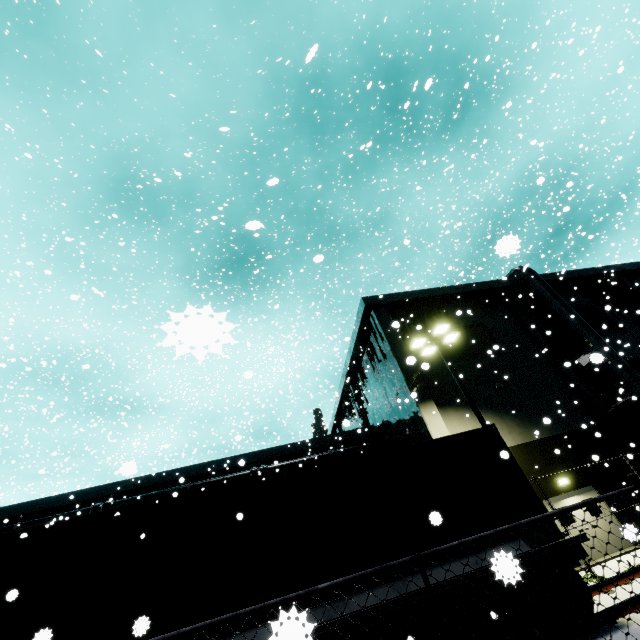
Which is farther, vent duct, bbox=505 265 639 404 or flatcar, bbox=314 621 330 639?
vent duct, bbox=505 265 639 404

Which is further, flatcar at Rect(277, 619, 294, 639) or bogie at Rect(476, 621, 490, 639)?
bogie at Rect(476, 621, 490, 639)

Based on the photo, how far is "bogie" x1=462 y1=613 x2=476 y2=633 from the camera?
6.0m

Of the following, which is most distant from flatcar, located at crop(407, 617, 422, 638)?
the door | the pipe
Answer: the door

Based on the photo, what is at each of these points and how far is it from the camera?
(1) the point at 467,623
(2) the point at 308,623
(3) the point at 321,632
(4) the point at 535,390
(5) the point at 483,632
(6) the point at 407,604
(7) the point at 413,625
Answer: (1) bogie, 6.14m
(2) flatcar, 1.12m
(3) flatcar, 5.62m
(4) building, 18.78m
(5) bogie, 5.95m
(6) flatcar, 5.94m
(7) flatcar, 5.86m

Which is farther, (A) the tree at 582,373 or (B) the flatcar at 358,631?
(A) the tree at 582,373

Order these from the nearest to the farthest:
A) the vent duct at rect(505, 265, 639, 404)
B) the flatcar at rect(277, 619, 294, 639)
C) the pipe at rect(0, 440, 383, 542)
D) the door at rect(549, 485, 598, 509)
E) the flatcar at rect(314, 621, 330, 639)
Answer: the flatcar at rect(277, 619, 294, 639), the flatcar at rect(314, 621, 330, 639), the door at rect(549, 485, 598, 509), the vent duct at rect(505, 265, 639, 404), the pipe at rect(0, 440, 383, 542)

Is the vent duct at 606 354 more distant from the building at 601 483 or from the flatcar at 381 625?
the flatcar at 381 625
